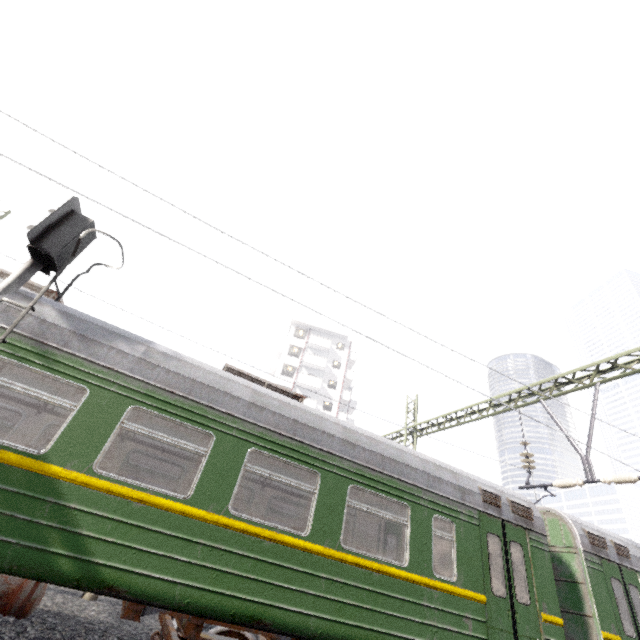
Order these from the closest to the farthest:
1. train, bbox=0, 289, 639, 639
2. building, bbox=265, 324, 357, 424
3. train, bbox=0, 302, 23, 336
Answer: train, bbox=0, 289, 639, 639 < train, bbox=0, 302, 23, 336 < building, bbox=265, 324, 357, 424

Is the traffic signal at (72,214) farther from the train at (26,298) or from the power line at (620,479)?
the power line at (620,479)

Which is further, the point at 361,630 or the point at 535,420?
the point at 535,420

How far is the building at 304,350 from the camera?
39.5m

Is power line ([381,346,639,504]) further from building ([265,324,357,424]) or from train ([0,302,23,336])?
building ([265,324,357,424])

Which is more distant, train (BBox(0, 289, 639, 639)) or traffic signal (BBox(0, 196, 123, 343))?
traffic signal (BBox(0, 196, 123, 343))

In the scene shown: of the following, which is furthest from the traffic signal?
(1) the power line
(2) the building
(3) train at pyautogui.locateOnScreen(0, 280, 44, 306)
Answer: (2) the building

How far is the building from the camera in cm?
3953
